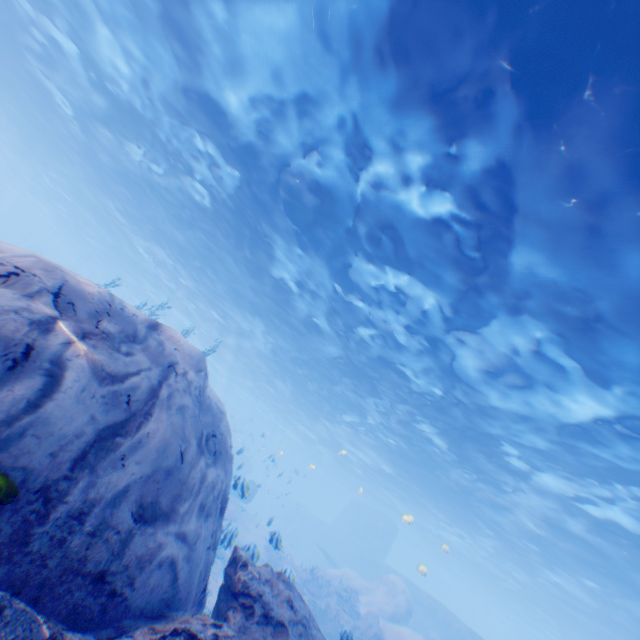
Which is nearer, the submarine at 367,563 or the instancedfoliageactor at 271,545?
the instancedfoliageactor at 271,545

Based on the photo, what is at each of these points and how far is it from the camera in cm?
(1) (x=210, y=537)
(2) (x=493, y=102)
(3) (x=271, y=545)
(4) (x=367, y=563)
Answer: (1) rock, 523
(2) light, 659
(3) instancedfoliageactor, 2208
(4) submarine, 3391

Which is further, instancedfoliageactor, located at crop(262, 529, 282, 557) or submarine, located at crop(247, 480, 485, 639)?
submarine, located at crop(247, 480, 485, 639)

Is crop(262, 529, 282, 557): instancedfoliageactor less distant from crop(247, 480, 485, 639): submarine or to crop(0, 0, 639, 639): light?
crop(247, 480, 485, 639): submarine

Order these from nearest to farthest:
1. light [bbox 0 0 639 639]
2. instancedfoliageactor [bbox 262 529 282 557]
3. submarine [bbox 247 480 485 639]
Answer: light [bbox 0 0 639 639], instancedfoliageactor [bbox 262 529 282 557], submarine [bbox 247 480 485 639]

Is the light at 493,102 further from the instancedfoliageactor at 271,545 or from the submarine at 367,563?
the instancedfoliageactor at 271,545

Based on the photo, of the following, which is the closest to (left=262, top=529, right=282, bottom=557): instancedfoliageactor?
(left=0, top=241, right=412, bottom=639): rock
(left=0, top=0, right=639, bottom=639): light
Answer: (left=0, top=241, right=412, bottom=639): rock

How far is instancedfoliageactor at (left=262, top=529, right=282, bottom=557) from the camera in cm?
A: 846
